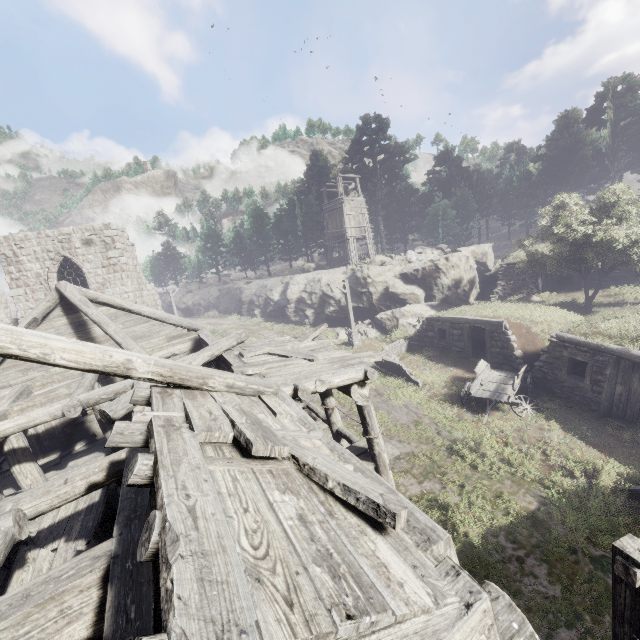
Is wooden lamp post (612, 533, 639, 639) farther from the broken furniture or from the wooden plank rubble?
the broken furniture

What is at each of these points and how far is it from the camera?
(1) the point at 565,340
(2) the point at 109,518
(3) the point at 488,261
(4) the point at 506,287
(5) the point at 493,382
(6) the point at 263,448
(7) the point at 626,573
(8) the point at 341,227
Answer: (1) shelter, 13.5 meters
(2) wooden plank rubble, 7.8 meters
(3) rock, 29.3 meters
(4) shelter, 26.2 meters
(5) cart, 14.5 meters
(6) building, 3.4 meters
(7) wooden lamp post, 3.3 meters
(8) building, 32.6 meters

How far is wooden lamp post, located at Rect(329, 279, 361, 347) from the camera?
22.4 meters

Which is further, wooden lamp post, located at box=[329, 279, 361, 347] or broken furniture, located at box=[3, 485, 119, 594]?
wooden lamp post, located at box=[329, 279, 361, 347]

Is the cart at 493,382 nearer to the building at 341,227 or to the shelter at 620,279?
the shelter at 620,279

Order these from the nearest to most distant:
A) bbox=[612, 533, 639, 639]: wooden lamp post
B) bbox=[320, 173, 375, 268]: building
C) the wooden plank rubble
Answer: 1. bbox=[612, 533, 639, 639]: wooden lamp post
2. the wooden plank rubble
3. bbox=[320, 173, 375, 268]: building

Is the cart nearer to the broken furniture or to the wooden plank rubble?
the wooden plank rubble

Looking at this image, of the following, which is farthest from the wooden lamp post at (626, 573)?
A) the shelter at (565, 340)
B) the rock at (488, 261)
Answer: the rock at (488, 261)
